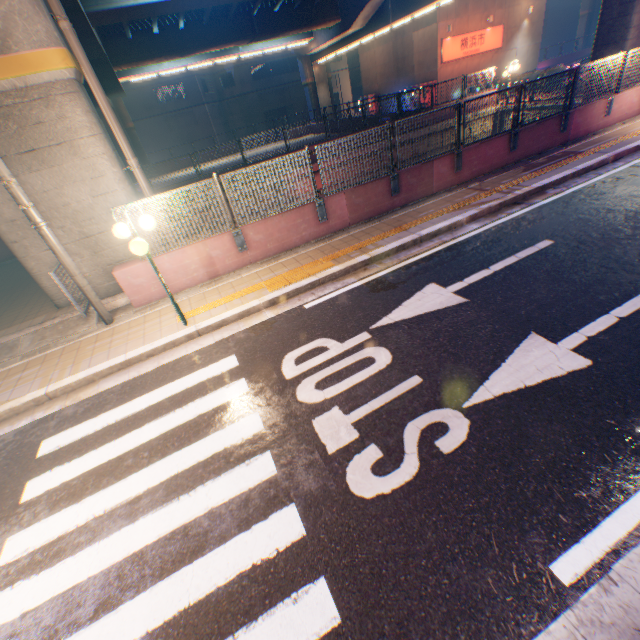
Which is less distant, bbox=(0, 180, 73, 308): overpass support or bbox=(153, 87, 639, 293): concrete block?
bbox=(0, 180, 73, 308): overpass support

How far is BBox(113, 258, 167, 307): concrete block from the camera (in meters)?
7.32

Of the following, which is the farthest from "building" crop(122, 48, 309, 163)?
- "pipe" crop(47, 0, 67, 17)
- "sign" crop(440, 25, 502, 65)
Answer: "pipe" crop(47, 0, 67, 17)

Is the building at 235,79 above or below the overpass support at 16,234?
above

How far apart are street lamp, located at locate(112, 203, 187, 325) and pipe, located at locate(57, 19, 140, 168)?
3.2m

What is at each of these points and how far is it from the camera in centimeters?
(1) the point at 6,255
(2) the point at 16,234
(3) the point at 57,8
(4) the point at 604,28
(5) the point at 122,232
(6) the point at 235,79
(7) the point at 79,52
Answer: (1) concrete block, 1459cm
(2) overpass support, 736cm
(3) pipe, 643cm
(4) overpass support, 1297cm
(5) street lamp, 565cm
(6) building, 4197cm
(7) pipe, 682cm

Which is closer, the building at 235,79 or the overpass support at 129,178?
the overpass support at 129,178

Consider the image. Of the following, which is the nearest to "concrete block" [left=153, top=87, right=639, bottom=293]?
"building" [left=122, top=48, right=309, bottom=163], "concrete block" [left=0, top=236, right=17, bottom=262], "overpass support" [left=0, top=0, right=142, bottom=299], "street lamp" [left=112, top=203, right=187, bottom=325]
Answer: "overpass support" [left=0, top=0, right=142, bottom=299]
